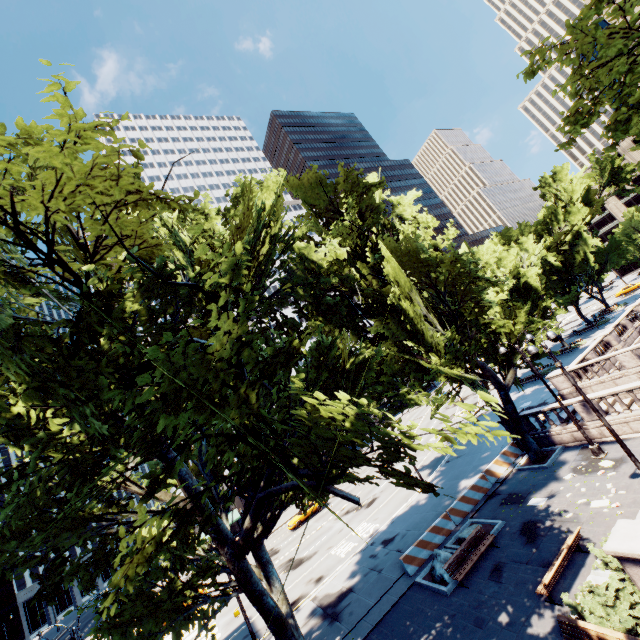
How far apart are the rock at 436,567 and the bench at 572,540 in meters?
4.5 m

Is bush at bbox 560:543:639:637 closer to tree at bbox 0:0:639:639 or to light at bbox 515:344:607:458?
tree at bbox 0:0:639:639

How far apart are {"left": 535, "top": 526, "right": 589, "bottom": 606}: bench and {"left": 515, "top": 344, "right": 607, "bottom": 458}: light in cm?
682

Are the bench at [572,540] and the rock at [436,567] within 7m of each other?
yes

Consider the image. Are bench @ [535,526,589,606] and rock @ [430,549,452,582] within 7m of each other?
yes

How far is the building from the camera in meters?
47.9 m

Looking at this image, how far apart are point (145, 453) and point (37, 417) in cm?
322

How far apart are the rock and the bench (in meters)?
4.45
